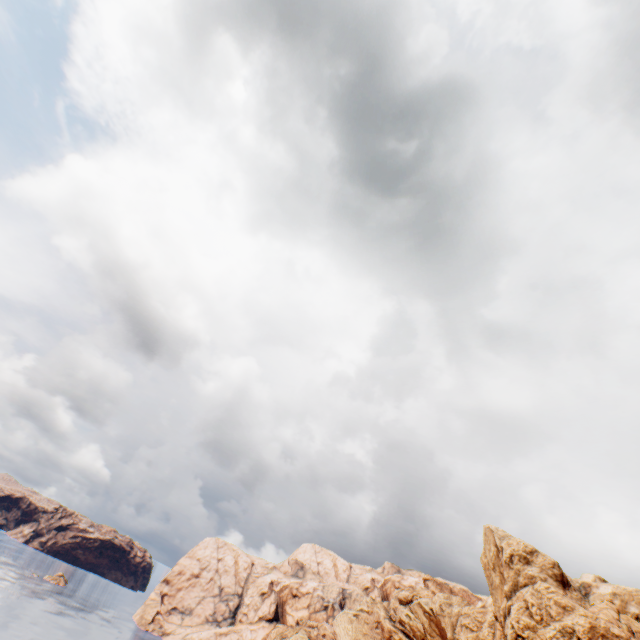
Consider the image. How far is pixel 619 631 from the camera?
41.91m
